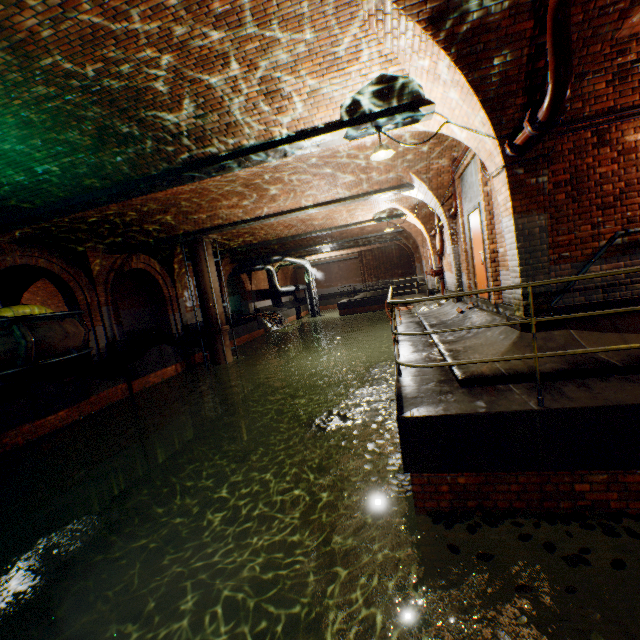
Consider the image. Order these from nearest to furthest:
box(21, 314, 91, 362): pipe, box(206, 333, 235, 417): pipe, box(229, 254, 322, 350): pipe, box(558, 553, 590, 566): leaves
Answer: box(558, 553, 590, 566): leaves, box(21, 314, 91, 362): pipe, box(206, 333, 235, 417): pipe, box(229, 254, 322, 350): pipe

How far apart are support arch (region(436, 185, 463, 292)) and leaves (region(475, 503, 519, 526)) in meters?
7.5

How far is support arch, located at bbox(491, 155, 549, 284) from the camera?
4.8m

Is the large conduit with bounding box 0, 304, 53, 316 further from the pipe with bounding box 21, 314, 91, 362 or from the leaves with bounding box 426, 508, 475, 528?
the leaves with bounding box 426, 508, 475, 528

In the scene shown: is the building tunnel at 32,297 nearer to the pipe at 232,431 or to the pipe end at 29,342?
the pipe end at 29,342

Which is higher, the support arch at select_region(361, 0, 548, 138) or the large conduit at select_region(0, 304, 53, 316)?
the support arch at select_region(361, 0, 548, 138)

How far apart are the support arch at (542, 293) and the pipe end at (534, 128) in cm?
59

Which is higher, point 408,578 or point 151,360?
point 151,360
